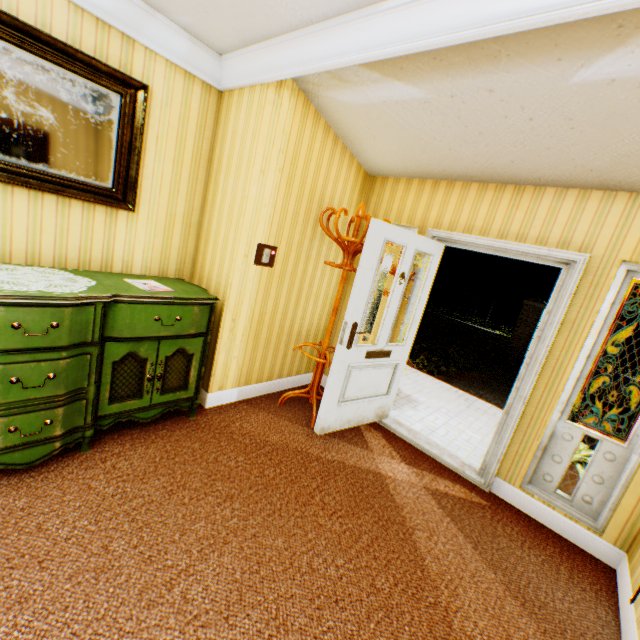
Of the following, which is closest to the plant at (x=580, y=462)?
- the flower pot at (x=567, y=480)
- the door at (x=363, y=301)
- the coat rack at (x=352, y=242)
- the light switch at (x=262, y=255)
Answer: the flower pot at (x=567, y=480)

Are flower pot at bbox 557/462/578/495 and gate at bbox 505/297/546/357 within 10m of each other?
no

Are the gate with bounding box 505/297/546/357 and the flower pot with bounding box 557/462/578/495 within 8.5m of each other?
no

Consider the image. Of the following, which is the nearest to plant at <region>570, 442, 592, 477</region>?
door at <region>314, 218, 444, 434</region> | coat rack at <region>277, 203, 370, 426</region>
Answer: door at <region>314, 218, 444, 434</region>

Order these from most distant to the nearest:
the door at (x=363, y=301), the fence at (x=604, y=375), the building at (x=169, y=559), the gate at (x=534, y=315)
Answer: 1. the gate at (x=534, y=315)
2. the fence at (x=604, y=375)
3. the door at (x=363, y=301)
4. the building at (x=169, y=559)

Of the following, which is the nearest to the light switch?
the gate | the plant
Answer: the plant

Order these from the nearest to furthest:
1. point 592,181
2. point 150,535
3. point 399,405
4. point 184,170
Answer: point 150,535 → point 592,181 → point 184,170 → point 399,405

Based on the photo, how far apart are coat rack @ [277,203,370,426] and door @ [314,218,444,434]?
0.1 meters
